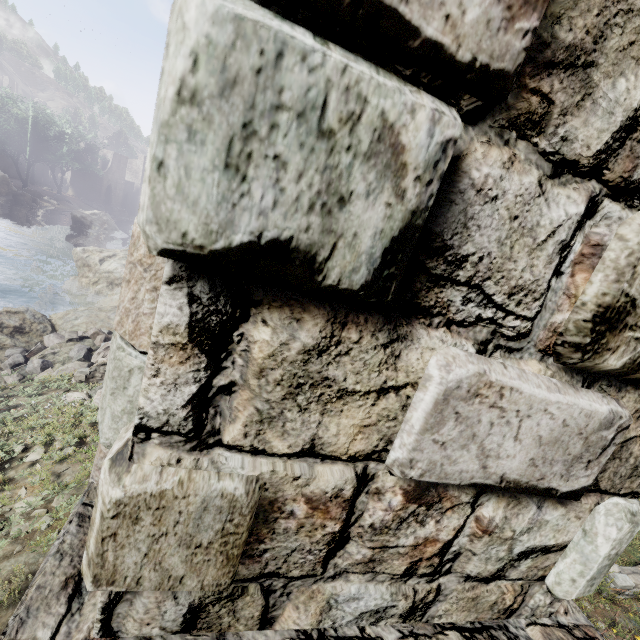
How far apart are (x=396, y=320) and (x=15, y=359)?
11.1 meters

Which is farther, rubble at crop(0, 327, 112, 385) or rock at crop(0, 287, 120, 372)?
rock at crop(0, 287, 120, 372)

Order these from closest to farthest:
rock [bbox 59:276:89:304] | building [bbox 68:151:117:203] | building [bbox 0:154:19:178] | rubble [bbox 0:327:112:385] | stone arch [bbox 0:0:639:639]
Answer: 1. stone arch [bbox 0:0:639:639]
2. rubble [bbox 0:327:112:385]
3. rock [bbox 59:276:89:304]
4. building [bbox 0:154:19:178]
5. building [bbox 68:151:117:203]

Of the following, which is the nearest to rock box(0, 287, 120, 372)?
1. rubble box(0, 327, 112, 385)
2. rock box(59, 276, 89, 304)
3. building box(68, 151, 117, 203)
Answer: rubble box(0, 327, 112, 385)

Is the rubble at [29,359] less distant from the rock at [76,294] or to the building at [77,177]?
the rock at [76,294]

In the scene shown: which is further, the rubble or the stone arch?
the rubble

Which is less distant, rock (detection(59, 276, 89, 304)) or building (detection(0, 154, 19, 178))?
rock (detection(59, 276, 89, 304))

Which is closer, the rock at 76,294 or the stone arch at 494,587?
the stone arch at 494,587
